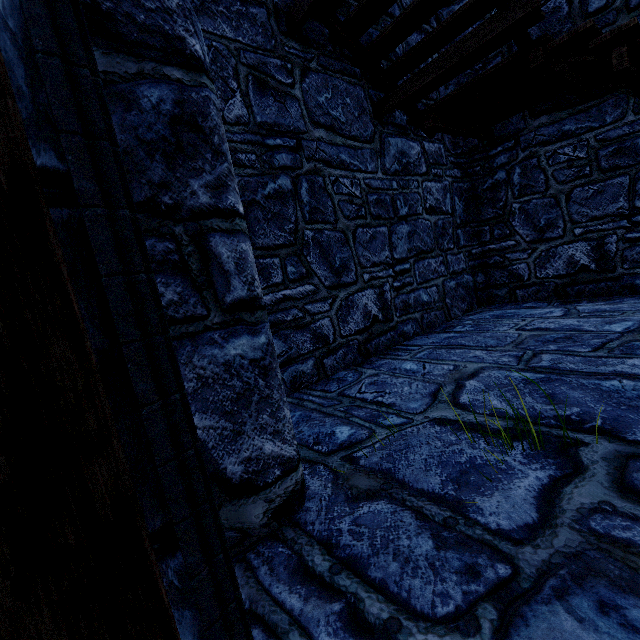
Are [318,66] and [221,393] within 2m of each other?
no
